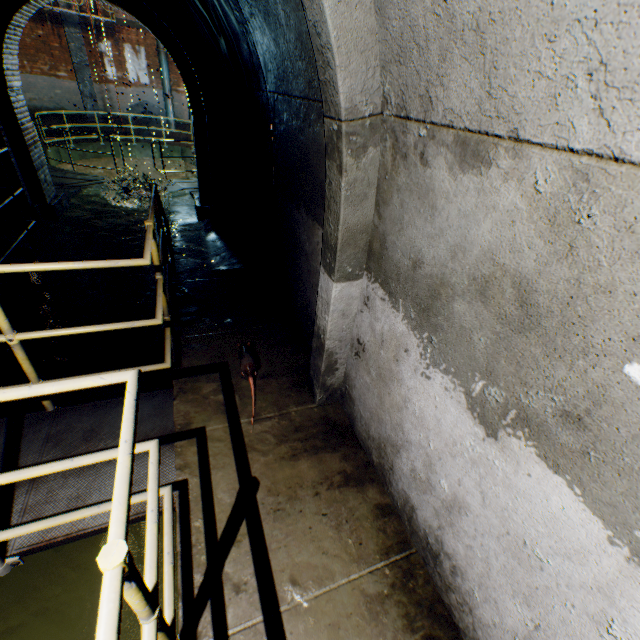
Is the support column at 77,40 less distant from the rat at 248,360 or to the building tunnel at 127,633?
the building tunnel at 127,633

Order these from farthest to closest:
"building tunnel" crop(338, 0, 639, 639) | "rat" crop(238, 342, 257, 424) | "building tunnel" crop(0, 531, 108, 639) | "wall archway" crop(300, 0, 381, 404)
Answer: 1. "rat" crop(238, 342, 257, 424)
2. "building tunnel" crop(0, 531, 108, 639)
3. "wall archway" crop(300, 0, 381, 404)
4. "building tunnel" crop(338, 0, 639, 639)

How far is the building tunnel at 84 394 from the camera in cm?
375

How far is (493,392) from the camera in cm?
132

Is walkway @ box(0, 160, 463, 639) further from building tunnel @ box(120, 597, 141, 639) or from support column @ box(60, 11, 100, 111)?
support column @ box(60, 11, 100, 111)
